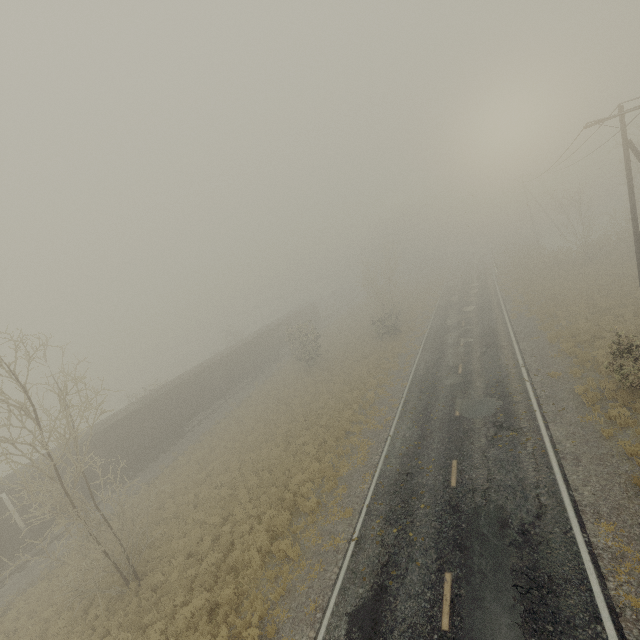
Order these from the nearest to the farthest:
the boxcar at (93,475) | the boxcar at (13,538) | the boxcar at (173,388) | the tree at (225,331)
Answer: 1. the boxcar at (13,538)
2. the boxcar at (93,475)
3. the boxcar at (173,388)
4. the tree at (225,331)

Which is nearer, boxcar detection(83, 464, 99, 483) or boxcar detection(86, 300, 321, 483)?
boxcar detection(83, 464, 99, 483)

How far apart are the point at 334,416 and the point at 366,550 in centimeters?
1154cm

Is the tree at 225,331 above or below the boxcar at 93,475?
above

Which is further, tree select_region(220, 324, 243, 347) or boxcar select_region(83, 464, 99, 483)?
tree select_region(220, 324, 243, 347)

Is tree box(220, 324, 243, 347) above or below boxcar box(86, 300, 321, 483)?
above

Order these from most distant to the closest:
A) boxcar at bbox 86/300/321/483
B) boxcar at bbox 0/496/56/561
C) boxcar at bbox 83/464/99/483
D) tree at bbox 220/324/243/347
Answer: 1. tree at bbox 220/324/243/347
2. boxcar at bbox 86/300/321/483
3. boxcar at bbox 83/464/99/483
4. boxcar at bbox 0/496/56/561
